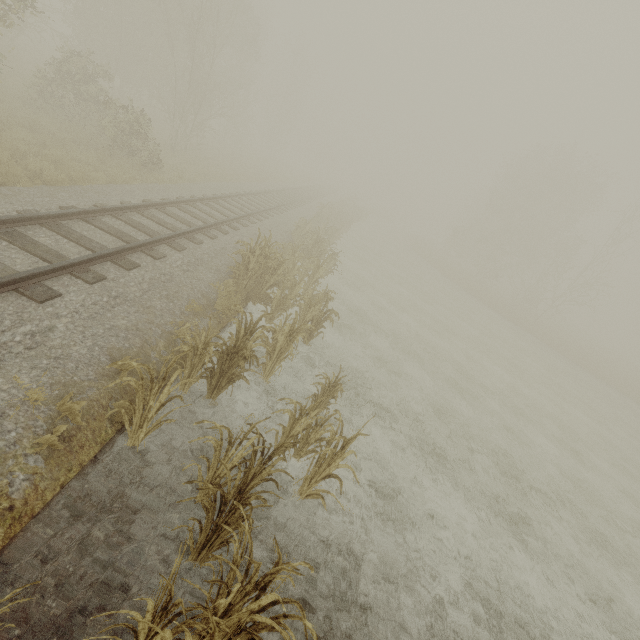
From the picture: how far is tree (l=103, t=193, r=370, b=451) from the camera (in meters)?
4.29

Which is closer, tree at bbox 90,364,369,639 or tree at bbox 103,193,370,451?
tree at bbox 90,364,369,639

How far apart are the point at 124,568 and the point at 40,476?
1.4m

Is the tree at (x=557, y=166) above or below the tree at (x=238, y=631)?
above

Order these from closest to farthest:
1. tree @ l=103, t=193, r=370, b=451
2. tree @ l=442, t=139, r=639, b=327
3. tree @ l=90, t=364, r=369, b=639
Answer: tree @ l=90, t=364, r=369, b=639 → tree @ l=103, t=193, r=370, b=451 → tree @ l=442, t=139, r=639, b=327

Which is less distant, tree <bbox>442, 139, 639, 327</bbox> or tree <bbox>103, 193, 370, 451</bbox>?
tree <bbox>103, 193, 370, 451</bbox>

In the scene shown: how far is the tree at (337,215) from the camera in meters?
4.3 m

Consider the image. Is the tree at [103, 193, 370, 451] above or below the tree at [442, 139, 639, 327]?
below
